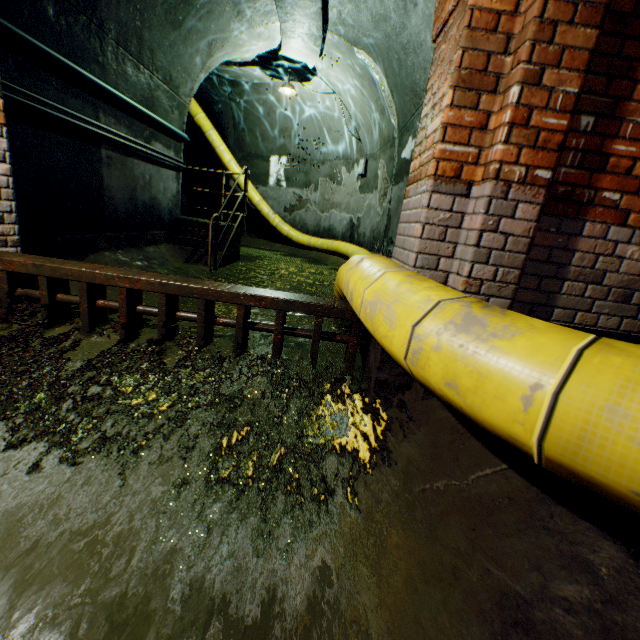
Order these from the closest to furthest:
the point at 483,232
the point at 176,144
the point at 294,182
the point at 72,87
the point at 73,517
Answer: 1. the point at 73,517
2. the point at 483,232
3. the point at 72,87
4. the point at 176,144
5. the point at 294,182

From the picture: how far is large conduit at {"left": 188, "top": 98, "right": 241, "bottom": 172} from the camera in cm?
953

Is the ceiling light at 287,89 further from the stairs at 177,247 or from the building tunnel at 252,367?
the stairs at 177,247

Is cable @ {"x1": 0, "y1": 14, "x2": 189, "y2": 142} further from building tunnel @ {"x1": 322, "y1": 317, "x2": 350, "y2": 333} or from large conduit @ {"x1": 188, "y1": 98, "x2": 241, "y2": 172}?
large conduit @ {"x1": 188, "y1": 98, "x2": 241, "y2": 172}

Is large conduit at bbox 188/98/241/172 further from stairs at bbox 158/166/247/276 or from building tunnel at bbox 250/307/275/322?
stairs at bbox 158/166/247/276

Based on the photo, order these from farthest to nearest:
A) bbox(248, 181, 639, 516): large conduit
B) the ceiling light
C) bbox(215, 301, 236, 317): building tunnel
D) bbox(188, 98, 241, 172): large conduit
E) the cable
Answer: bbox(188, 98, 241, 172): large conduit → the ceiling light → bbox(215, 301, 236, 317): building tunnel → the cable → bbox(248, 181, 639, 516): large conduit

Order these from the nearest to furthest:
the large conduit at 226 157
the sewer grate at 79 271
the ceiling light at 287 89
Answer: the sewer grate at 79 271 → the ceiling light at 287 89 → the large conduit at 226 157
